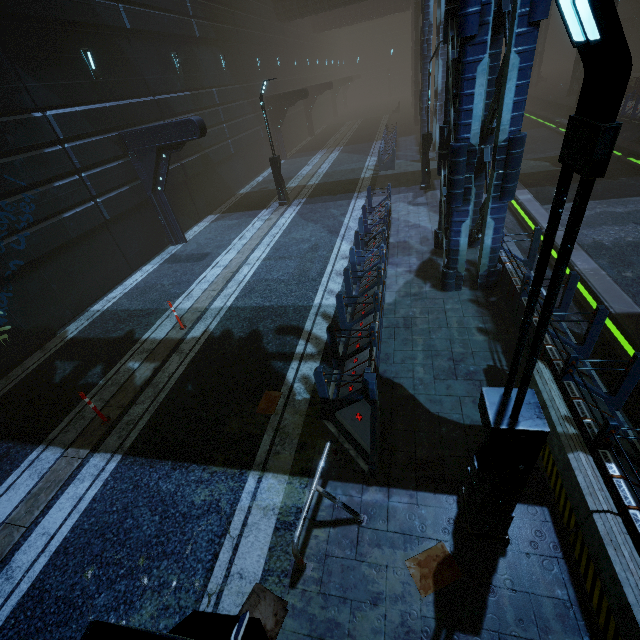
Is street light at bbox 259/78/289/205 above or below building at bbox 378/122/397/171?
above

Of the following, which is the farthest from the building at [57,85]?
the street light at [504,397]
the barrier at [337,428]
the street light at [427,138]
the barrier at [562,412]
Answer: the street light at [427,138]

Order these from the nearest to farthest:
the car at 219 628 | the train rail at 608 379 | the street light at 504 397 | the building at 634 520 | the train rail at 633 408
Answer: the street light at 504 397, the car at 219 628, the building at 634 520, the train rail at 633 408, the train rail at 608 379

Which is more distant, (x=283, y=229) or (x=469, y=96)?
(x=283, y=229)

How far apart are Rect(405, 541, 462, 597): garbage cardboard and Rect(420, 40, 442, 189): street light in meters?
15.4

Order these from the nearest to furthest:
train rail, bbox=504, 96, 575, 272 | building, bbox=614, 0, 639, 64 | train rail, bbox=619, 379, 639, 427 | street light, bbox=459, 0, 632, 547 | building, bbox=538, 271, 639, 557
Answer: street light, bbox=459, 0, 632, 547 < building, bbox=538, 271, 639, 557 < train rail, bbox=619, 379, 639, 427 < train rail, bbox=504, 96, 575, 272 < building, bbox=614, 0, 639, 64

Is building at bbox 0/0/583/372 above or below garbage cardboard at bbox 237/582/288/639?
above

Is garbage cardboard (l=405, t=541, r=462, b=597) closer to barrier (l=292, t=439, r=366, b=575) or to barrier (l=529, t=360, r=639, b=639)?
barrier (l=292, t=439, r=366, b=575)
